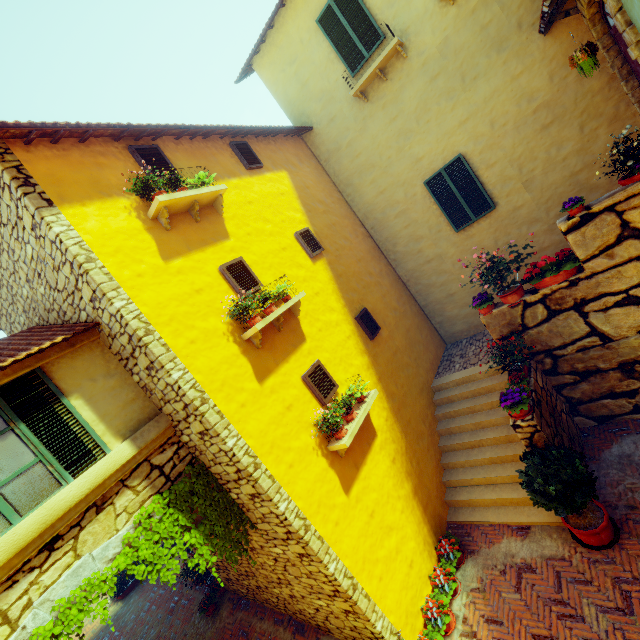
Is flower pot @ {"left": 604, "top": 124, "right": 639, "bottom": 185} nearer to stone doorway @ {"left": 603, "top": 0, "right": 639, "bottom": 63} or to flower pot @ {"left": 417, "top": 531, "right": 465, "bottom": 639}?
stone doorway @ {"left": 603, "top": 0, "right": 639, "bottom": 63}

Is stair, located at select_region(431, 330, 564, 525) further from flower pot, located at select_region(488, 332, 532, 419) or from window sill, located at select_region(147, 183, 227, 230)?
window sill, located at select_region(147, 183, 227, 230)

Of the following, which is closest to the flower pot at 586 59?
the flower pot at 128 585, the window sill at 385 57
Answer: the window sill at 385 57

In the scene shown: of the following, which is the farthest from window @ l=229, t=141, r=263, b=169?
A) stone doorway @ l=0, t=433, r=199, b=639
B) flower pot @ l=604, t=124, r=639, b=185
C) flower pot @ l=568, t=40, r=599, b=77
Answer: flower pot @ l=568, t=40, r=599, b=77

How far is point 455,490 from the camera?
7.3 meters

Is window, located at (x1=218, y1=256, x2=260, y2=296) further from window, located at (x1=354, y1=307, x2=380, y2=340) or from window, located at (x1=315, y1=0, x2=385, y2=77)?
window, located at (x1=315, y1=0, x2=385, y2=77)

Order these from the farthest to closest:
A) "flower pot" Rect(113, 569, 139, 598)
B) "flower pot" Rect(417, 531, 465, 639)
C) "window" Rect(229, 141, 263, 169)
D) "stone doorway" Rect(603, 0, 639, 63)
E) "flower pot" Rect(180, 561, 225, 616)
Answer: "flower pot" Rect(113, 569, 139, 598)
"flower pot" Rect(180, 561, 225, 616)
"window" Rect(229, 141, 263, 169)
"flower pot" Rect(417, 531, 465, 639)
"stone doorway" Rect(603, 0, 639, 63)

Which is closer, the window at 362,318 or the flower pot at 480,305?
the flower pot at 480,305
